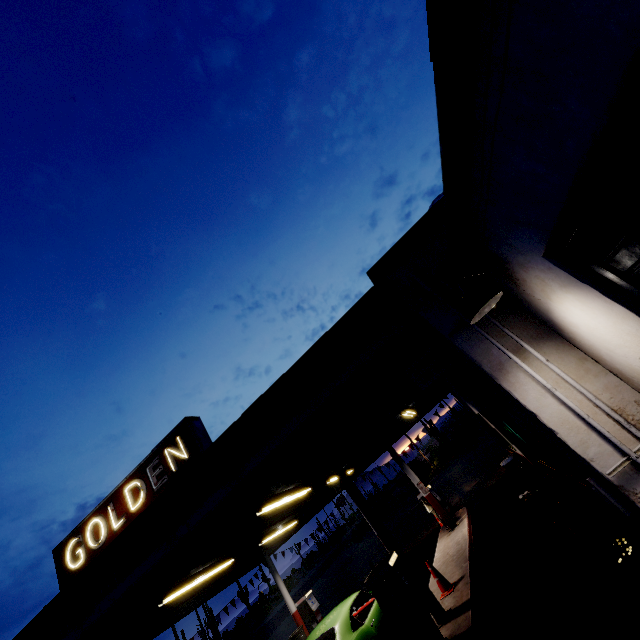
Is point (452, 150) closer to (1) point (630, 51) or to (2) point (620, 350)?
(1) point (630, 51)

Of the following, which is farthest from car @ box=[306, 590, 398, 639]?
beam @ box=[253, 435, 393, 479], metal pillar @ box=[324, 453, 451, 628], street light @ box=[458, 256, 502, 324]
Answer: street light @ box=[458, 256, 502, 324]

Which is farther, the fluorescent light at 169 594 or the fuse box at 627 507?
the fluorescent light at 169 594

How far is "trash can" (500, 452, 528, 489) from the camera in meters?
10.3

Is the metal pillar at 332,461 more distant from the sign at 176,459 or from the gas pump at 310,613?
the gas pump at 310,613

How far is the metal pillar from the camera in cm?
656

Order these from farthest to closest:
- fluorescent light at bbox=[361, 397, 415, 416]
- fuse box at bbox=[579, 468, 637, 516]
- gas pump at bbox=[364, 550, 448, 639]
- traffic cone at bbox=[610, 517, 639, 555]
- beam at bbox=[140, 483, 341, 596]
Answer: fluorescent light at bbox=[361, 397, 415, 416], beam at bbox=[140, 483, 341, 596], gas pump at bbox=[364, 550, 448, 639], traffic cone at bbox=[610, 517, 639, 555], fuse box at bbox=[579, 468, 637, 516]

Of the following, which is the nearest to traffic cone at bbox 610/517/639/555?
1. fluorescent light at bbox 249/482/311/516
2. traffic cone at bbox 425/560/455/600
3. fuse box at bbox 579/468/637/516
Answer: fuse box at bbox 579/468/637/516
